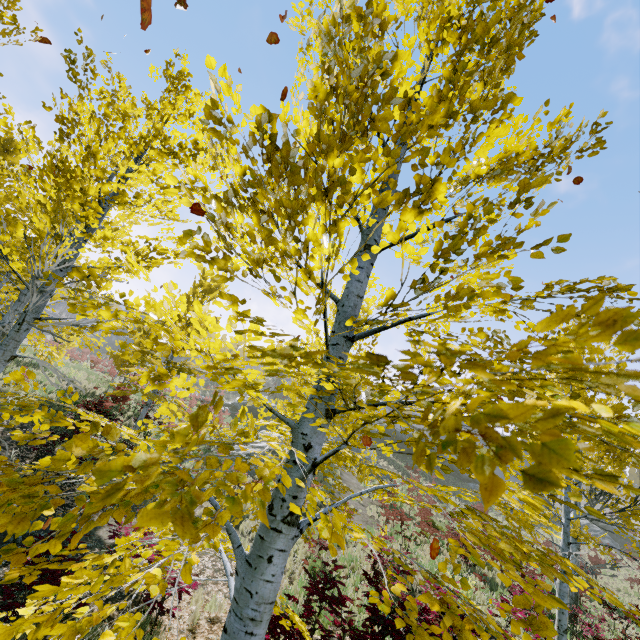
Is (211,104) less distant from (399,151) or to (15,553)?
(399,151)

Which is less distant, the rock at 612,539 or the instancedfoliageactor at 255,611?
the instancedfoliageactor at 255,611

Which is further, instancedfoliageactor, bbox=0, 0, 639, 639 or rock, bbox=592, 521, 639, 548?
rock, bbox=592, 521, 639, 548
